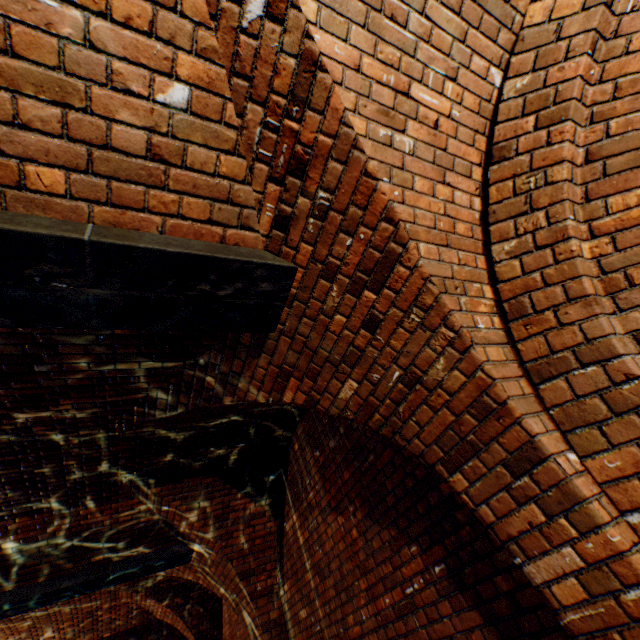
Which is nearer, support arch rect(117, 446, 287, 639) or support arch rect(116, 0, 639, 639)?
support arch rect(116, 0, 639, 639)

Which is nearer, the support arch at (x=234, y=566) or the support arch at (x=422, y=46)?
the support arch at (x=422, y=46)

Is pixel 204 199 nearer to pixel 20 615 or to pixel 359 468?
pixel 359 468
